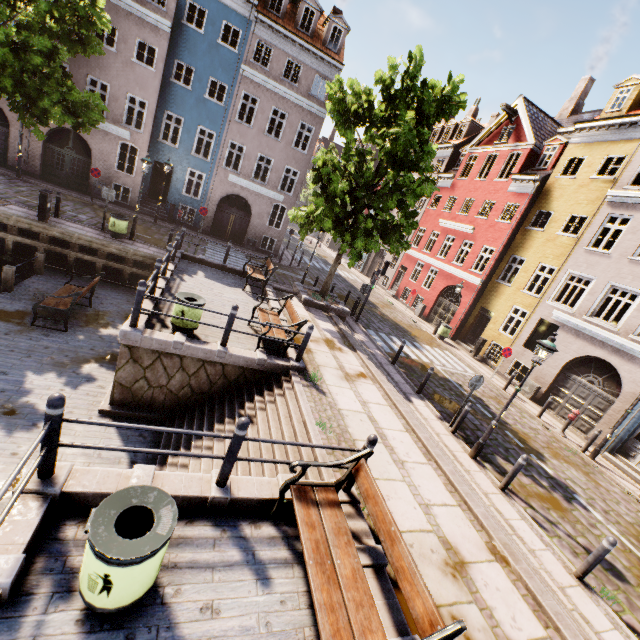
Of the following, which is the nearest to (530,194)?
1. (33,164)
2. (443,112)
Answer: → (443,112)

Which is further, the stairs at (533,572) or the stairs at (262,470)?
the stairs at (262,470)

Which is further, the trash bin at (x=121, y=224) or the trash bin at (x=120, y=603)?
the trash bin at (x=121, y=224)

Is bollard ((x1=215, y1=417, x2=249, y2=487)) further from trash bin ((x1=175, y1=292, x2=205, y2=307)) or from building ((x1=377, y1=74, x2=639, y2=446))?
building ((x1=377, y1=74, x2=639, y2=446))

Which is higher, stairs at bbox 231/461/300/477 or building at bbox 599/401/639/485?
building at bbox 599/401/639/485

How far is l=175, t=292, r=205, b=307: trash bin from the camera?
7.8m

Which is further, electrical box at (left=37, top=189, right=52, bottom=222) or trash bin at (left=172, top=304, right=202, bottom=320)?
electrical box at (left=37, top=189, right=52, bottom=222)

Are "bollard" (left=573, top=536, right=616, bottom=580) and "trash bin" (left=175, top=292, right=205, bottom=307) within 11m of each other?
yes
